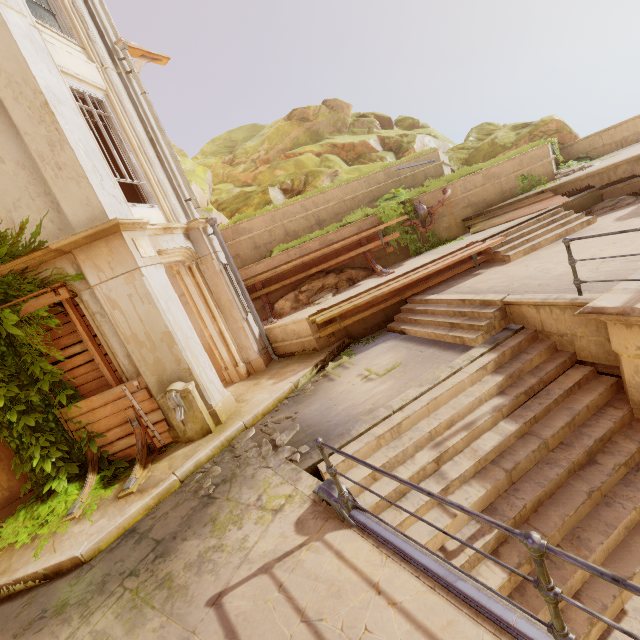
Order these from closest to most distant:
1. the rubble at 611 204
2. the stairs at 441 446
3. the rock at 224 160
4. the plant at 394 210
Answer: the stairs at 441 446
the rubble at 611 204
the plant at 394 210
the rock at 224 160

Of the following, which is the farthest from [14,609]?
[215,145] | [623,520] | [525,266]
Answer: [215,145]

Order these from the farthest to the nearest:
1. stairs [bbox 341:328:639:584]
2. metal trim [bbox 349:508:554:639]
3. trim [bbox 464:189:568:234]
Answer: trim [bbox 464:189:568:234] → stairs [bbox 341:328:639:584] → metal trim [bbox 349:508:554:639]

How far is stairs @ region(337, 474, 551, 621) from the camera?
3.4 meters

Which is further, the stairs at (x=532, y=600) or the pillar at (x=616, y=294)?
the pillar at (x=616, y=294)

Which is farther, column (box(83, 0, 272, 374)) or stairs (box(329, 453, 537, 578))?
column (box(83, 0, 272, 374))

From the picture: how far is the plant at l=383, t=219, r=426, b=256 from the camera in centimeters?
1146cm

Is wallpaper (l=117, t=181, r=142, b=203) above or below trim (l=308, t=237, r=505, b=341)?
above
